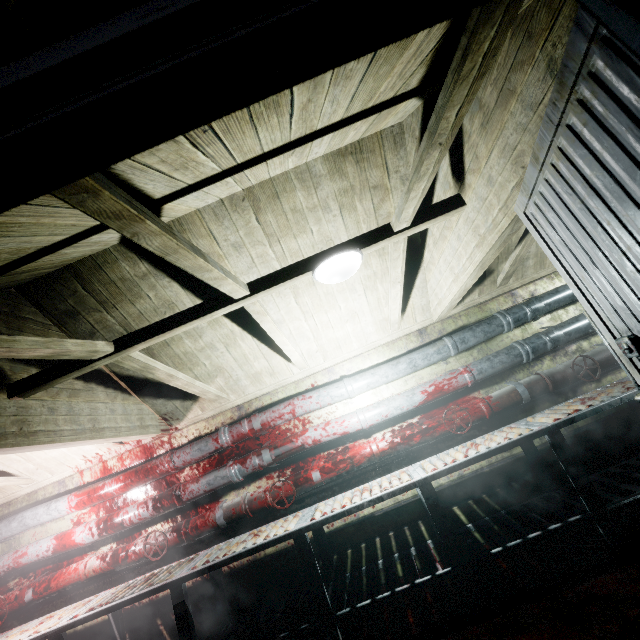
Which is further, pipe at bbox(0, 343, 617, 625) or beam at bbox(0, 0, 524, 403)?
pipe at bbox(0, 343, 617, 625)

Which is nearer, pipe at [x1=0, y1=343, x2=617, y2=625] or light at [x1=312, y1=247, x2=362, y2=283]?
light at [x1=312, y1=247, x2=362, y2=283]

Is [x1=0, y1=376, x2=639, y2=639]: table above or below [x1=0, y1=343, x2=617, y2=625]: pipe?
below

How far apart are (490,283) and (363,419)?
1.9 meters

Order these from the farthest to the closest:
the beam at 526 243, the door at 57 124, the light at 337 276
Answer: the beam at 526 243
the light at 337 276
the door at 57 124

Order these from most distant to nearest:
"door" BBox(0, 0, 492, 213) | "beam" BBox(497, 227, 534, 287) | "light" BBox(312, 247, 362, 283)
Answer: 1. "beam" BBox(497, 227, 534, 287)
2. "light" BBox(312, 247, 362, 283)
3. "door" BBox(0, 0, 492, 213)

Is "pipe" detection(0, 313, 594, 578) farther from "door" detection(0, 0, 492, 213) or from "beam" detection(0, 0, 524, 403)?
"door" detection(0, 0, 492, 213)

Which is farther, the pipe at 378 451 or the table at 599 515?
the pipe at 378 451
